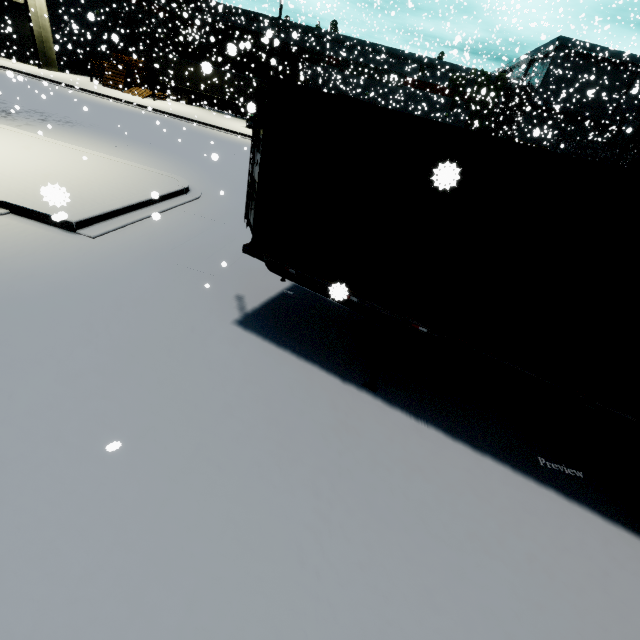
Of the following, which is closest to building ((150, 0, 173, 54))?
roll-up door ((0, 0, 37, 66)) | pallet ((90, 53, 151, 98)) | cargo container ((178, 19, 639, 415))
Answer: roll-up door ((0, 0, 37, 66))

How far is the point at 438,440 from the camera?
4.53m

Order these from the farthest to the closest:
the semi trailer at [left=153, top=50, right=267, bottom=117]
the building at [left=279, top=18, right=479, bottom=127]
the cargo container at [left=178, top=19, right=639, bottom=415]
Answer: the building at [left=279, top=18, right=479, bottom=127]
the semi trailer at [left=153, top=50, right=267, bottom=117]
the cargo container at [left=178, top=19, right=639, bottom=415]

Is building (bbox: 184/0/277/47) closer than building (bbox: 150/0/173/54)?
Yes

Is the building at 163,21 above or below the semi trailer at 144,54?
above

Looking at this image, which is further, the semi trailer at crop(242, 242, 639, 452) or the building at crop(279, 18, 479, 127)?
the building at crop(279, 18, 479, 127)

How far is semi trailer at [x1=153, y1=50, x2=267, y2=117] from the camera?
31.4 meters

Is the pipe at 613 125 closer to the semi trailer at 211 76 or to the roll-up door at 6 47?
the semi trailer at 211 76
